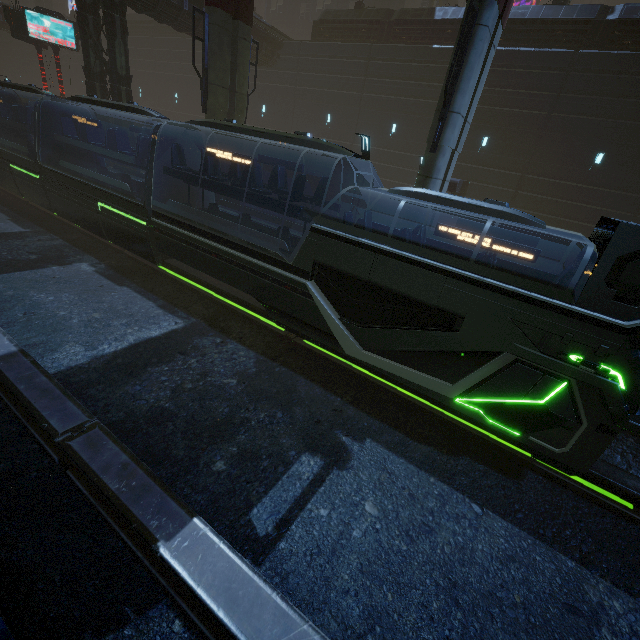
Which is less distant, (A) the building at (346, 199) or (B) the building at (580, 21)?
(B) the building at (580, 21)

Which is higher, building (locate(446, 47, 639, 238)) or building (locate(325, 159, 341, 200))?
Result: building (locate(446, 47, 639, 238))

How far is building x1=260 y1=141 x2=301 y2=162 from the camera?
23.5 meters

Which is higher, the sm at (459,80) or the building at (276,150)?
the sm at (459,80)

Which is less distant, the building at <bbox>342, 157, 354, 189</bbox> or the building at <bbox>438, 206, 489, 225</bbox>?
the building at <bbox>438, 206, 489, 225</bbox>

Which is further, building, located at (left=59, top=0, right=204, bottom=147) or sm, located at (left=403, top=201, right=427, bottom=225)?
building, located at (left=59, top=0, right=204, bottom=147)

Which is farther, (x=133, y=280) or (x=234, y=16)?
(x=234, y=16)
